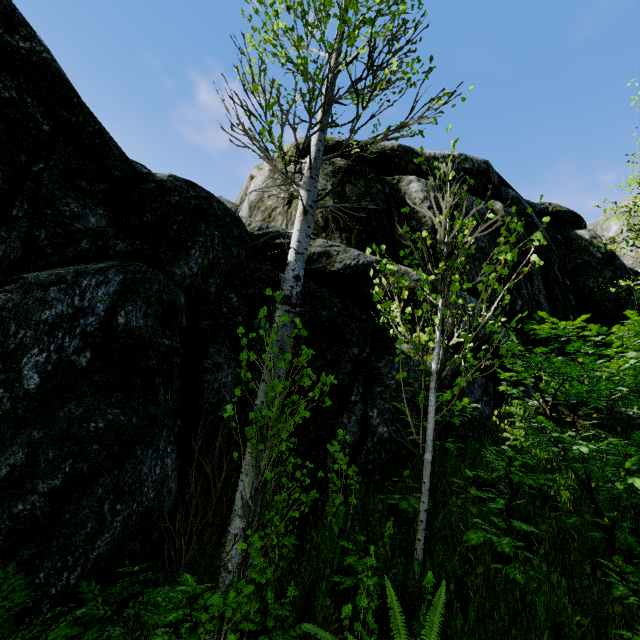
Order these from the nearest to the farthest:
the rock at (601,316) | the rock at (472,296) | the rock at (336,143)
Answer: the rock at (601,316), the rock at (472,296), the rock at (336,143)

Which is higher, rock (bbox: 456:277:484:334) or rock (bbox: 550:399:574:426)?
rock (bbox: 456:277:484:334)

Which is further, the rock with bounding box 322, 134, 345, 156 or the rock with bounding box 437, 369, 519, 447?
the rock with bounding box 322, 134, 345, 156

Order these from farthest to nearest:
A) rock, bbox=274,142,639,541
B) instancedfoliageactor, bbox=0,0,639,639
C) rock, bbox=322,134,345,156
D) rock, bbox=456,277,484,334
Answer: rock, bbox=322,134,345,156
rock, bbox=456,277,484,334
rock, bbox=274,142,639,541
instancedfoliageactor, bbox=0,0,639,639

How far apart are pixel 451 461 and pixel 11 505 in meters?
4.5 m

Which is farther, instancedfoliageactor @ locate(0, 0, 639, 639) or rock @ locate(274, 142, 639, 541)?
rock @ locate(274, 142, 639, 541)

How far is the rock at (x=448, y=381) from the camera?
4.83m
